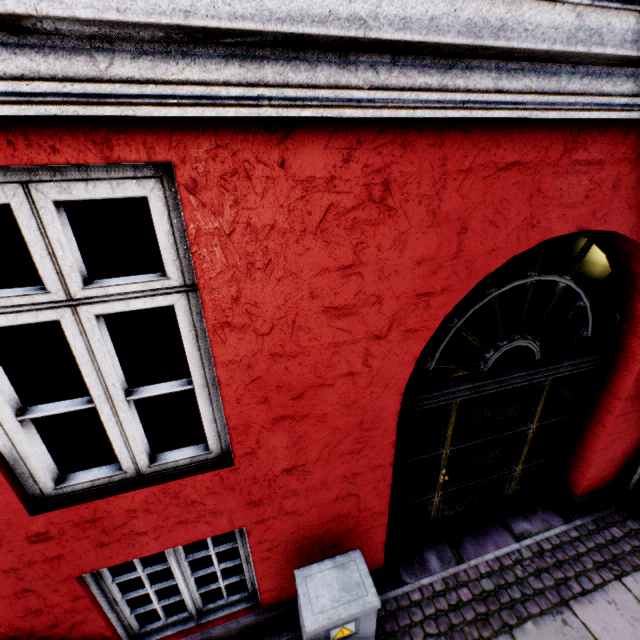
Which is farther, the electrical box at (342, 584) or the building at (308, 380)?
the electrical box at (342, 584)

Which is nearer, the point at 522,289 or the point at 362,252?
the point at 362,252

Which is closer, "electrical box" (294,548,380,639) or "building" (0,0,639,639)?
"building" (0,0,639,639)
